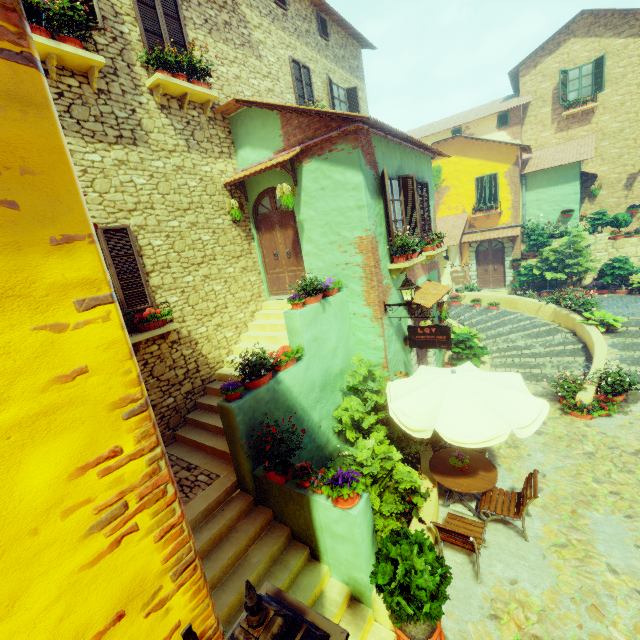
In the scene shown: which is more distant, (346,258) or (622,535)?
(346,258)

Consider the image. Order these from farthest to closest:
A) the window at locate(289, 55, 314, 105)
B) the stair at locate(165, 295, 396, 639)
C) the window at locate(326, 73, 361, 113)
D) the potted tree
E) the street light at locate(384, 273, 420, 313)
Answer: the window at locate(326, 73, 361, 113) < the window at locate(289, 55, 314, 105) < the street light at locate(384, 273, 420, 313) < the stair at locate(165, 295, 396, 639) < the potted tree

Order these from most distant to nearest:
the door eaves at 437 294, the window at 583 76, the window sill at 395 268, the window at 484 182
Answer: the window at 484 182 → the window at 583 76 → the door eaves at 437 294 → the window sill at 395 268

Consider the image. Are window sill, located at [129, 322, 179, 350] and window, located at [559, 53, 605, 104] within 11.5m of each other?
no

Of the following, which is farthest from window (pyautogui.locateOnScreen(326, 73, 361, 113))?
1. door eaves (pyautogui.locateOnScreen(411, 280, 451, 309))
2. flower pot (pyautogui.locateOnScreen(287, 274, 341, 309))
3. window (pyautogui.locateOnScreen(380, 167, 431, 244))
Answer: flower pot (pyautogui.locateOnScreen(287, 274, 341, 309))

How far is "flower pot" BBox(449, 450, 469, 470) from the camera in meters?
6.1 m

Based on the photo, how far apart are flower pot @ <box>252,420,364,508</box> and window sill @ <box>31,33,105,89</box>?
7.61m

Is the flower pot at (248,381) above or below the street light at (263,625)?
below
